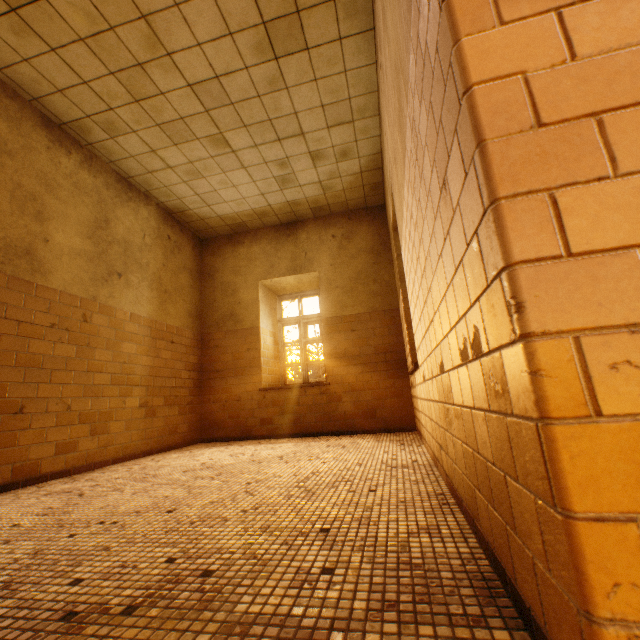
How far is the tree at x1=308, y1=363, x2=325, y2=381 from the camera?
12.92m

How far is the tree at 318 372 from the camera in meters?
12.9 m

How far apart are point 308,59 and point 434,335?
3.3m
